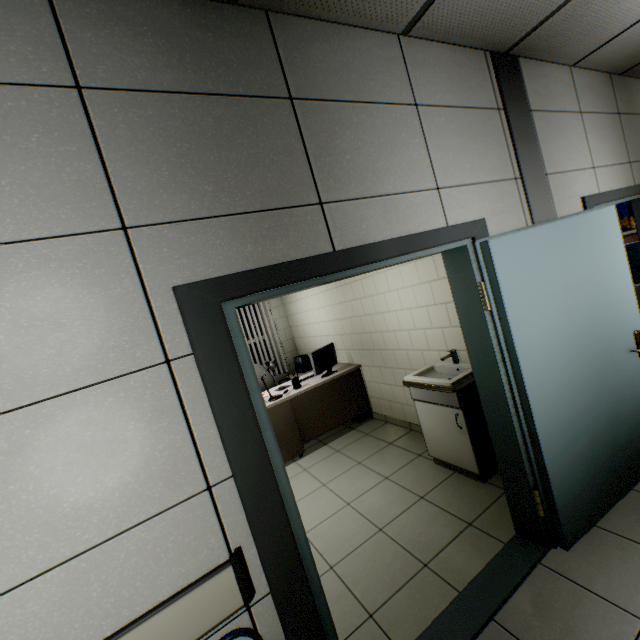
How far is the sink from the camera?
2.81m

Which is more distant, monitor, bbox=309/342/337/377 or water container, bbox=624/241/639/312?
monitor, bbox=309/342/337/377

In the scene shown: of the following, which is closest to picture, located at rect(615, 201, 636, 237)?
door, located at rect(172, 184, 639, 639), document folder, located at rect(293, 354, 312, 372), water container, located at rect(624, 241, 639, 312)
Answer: door, located at rect(172, 184, 639, 639)

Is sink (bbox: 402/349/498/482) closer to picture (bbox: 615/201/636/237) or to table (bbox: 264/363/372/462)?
table (bbox: 264/363/372/462)

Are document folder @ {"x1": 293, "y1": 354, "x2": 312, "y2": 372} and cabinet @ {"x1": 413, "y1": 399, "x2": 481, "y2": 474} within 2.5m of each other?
no

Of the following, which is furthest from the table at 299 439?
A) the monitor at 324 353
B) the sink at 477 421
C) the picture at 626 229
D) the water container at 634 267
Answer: the picture at 626 229

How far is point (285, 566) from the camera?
1.3m

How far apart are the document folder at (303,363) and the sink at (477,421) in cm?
319
